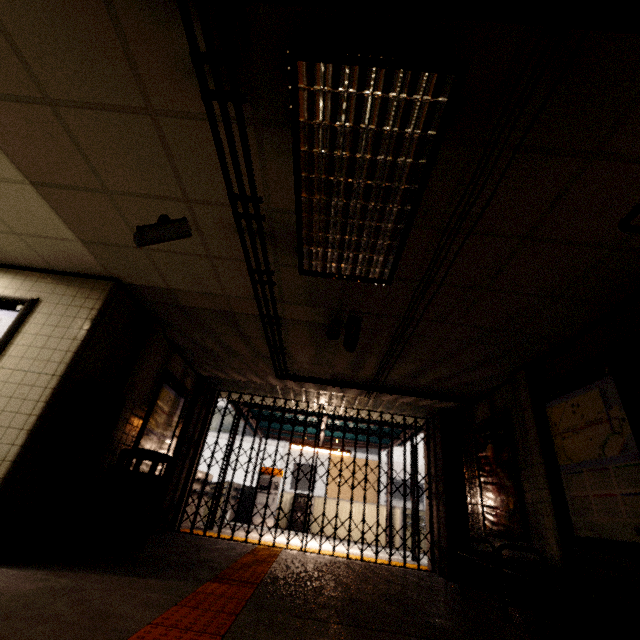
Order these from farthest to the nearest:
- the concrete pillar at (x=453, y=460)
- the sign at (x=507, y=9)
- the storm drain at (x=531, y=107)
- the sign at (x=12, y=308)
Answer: the concrete pillar at (x=453, y=460) < the sign at (x=12, y=308) < the storm drain at (x=531, y=107) < the sign at (x=507, y=9)

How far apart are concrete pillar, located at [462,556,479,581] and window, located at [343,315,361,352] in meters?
3.8 m

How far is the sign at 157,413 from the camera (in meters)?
5.22

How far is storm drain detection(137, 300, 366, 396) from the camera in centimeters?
470cm

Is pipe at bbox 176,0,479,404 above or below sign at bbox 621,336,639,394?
above

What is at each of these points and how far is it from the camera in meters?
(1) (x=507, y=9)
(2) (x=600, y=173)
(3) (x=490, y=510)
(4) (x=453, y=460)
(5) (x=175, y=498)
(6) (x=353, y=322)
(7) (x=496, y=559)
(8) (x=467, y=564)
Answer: (1) sign, 1.2 m
(2) storm drain, 2.2 m
(3) sign, 5.3 m
(4) concrete pillar, 6.5 m
(5) concrete pillar, 6.5 m
(6) window, 4.0 m
(7) bench, 3.7 m
(8) concrete pillar, 5.6 m

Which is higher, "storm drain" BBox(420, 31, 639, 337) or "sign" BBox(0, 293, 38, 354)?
"storm drain" BBox(420, 31, 639, 337)

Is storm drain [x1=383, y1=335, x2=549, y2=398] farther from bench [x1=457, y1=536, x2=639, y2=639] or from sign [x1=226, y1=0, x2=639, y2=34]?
sign [x1=226, y1=0, x2=639, y2=34]
